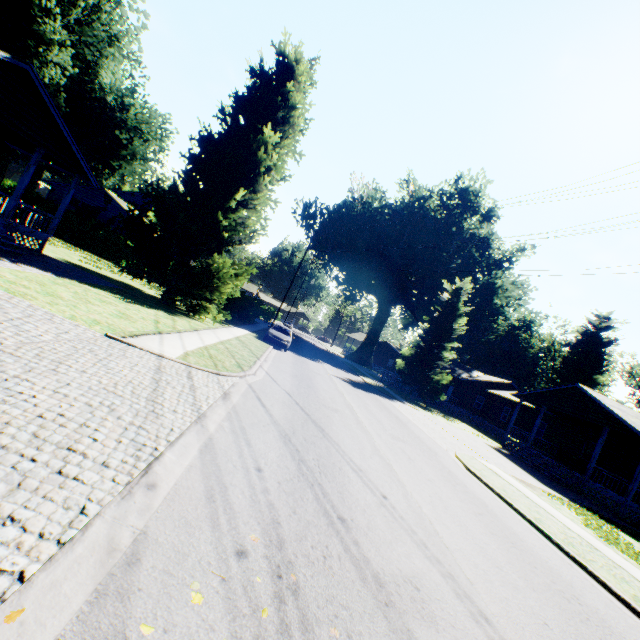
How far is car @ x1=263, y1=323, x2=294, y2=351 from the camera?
22.7m

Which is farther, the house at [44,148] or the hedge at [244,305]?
the hedge at [244,305]

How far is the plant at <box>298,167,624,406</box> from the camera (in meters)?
33.00

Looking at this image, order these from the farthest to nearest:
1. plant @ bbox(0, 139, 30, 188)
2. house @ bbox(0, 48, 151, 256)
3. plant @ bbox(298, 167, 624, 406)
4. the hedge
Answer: the hedge < plant @ bbox(298, 167, 624, 406) < plant @ bbox(0, 139, 30, 188) < house @ bbox(0, 48, 151, 256)

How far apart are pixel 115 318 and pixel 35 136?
9.67m

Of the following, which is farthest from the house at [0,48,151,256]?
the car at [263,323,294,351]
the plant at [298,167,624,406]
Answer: the plant at [298,167,624,406]

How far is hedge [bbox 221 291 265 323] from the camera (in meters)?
33.72

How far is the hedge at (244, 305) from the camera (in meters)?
33.72
